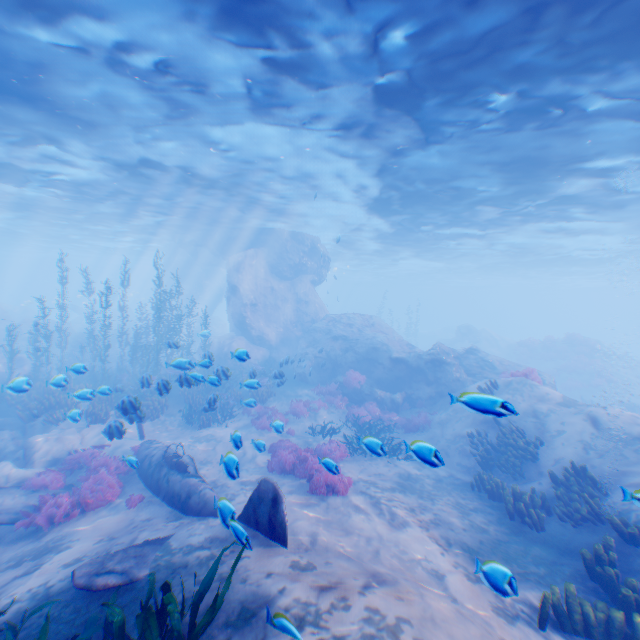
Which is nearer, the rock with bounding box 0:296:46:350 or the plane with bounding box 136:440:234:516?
the plane with bounding box 136:440:234:516

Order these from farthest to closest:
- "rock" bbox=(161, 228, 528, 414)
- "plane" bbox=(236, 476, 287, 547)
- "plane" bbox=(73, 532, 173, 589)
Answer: "rock" bbox=(161, 228, 528, 414), "plane" bbox=(236, 476, 287, 547), "plane" bbox=(73, 532, 173, 589)

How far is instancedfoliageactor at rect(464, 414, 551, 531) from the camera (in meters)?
8.34

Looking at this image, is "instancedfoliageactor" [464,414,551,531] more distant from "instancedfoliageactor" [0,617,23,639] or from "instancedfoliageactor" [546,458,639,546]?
"instancedfoliageactor" [546,458,639,546]

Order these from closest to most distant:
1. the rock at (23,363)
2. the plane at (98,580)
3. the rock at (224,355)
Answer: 1. the plane at (98,580)
2. the rock at (23,363)
3. the rock at (224,355)

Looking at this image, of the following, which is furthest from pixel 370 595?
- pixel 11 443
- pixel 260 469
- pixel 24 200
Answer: pixel 24 200

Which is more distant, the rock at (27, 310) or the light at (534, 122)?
the rock at (27, 310)

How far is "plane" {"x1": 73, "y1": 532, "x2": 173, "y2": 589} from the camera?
4.8 meters
